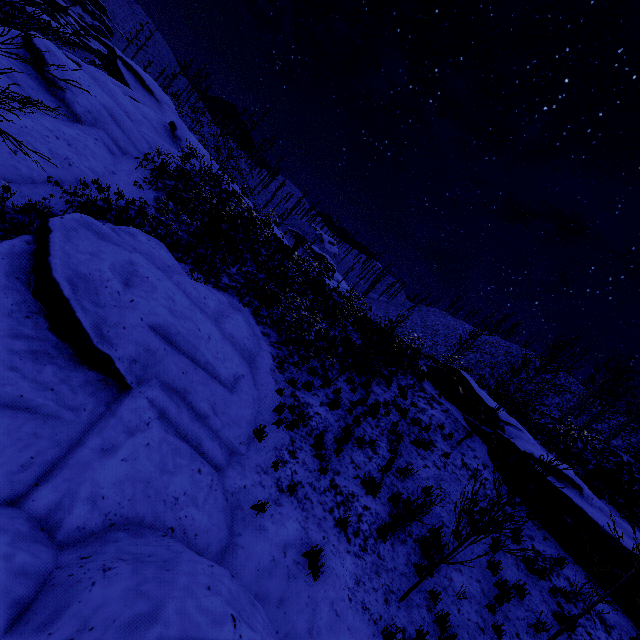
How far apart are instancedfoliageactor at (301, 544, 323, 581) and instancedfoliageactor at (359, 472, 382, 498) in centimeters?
253cm

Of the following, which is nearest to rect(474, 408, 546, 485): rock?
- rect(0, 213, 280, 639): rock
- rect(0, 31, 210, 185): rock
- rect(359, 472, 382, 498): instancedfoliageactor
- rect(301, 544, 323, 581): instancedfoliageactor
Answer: rect(359, 472, 382, 498): instancedfoliageactor

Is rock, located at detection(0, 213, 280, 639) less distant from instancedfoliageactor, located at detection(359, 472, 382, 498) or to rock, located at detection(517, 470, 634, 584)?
instancedfoliageactor, located at detection(359, 472, 382, 498)

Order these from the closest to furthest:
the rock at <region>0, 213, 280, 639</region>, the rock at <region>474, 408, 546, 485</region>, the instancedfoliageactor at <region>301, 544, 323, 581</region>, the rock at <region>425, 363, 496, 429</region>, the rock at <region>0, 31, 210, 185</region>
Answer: the rock at <region>0, 213, 280, 639</region>
the instancedfoliageactor at <region>301, 544, 323, 581</region>
the rock at <region>0, 31, 210, 185</region>
the rock at <region>474, 408, 546, 485</region>
the rock at <region>425, 363, 496, 429</region>

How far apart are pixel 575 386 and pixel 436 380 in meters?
56.7

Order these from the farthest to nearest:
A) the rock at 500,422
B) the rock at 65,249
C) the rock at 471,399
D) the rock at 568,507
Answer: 1. the rock at 471,399
2. the rock at 500,422
3. the rock at 568,507
4. the rock at 65,249

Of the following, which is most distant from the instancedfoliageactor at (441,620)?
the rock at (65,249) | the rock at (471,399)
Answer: the rock at (471,399)

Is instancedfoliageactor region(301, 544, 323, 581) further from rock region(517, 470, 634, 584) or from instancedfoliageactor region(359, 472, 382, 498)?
rock region(517, 470, 634, 584)
